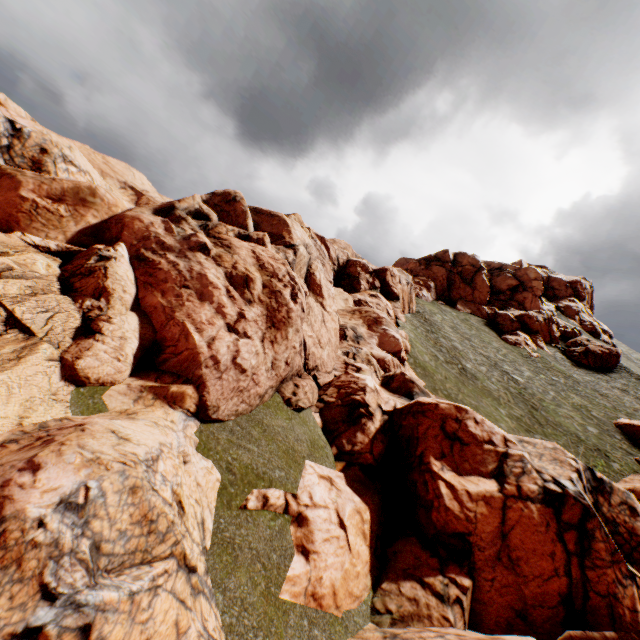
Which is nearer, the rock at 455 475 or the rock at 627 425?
the rock at 455 475

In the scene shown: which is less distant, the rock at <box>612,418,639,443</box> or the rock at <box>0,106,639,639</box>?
the rock at <box>0,106,639,639</box>

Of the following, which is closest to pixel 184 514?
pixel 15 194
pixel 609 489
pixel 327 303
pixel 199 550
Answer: pixel 199 550
